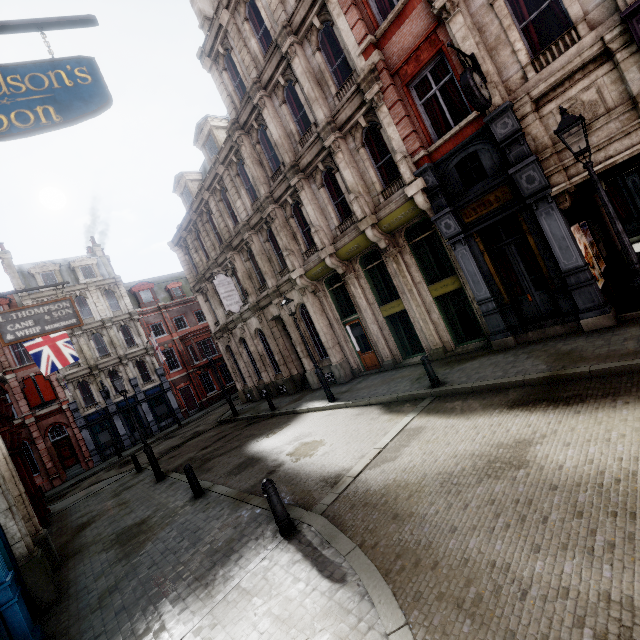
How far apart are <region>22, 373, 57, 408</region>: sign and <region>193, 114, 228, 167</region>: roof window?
22.8 meters

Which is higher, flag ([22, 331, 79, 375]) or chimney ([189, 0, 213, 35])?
chimney ([189, 0, 213, 35])

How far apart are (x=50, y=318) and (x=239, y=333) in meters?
12.4

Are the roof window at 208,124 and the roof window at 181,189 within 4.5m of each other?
yes

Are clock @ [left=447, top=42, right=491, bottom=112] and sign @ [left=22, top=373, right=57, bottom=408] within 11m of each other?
no

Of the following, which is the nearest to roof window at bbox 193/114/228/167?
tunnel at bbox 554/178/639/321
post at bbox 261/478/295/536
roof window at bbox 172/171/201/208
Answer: roof window at bbox 172/171/201/208

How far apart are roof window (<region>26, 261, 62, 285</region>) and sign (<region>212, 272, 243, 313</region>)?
22.6 meters

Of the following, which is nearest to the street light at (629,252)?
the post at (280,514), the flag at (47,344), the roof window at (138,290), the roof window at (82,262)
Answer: the post at (280,514)
